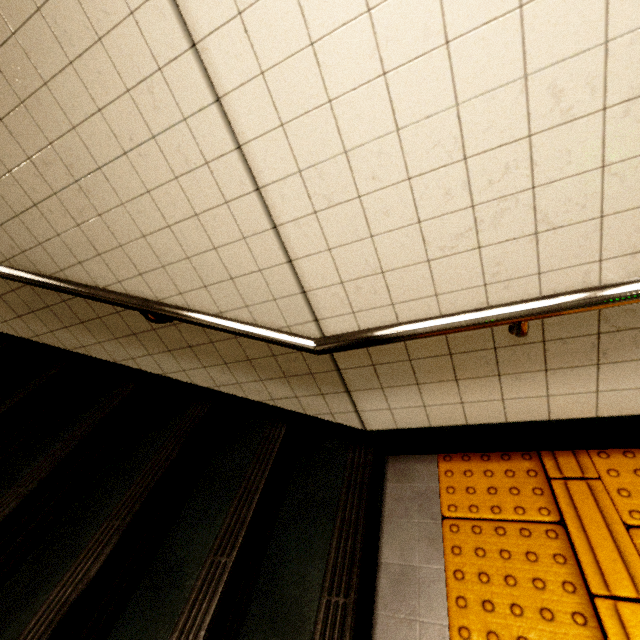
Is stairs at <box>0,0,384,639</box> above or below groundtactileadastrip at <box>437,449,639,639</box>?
above

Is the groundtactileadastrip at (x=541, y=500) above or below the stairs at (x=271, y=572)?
below

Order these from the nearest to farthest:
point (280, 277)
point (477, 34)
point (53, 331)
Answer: point (477, 34) → point (280, 277) → point (53, 331)
